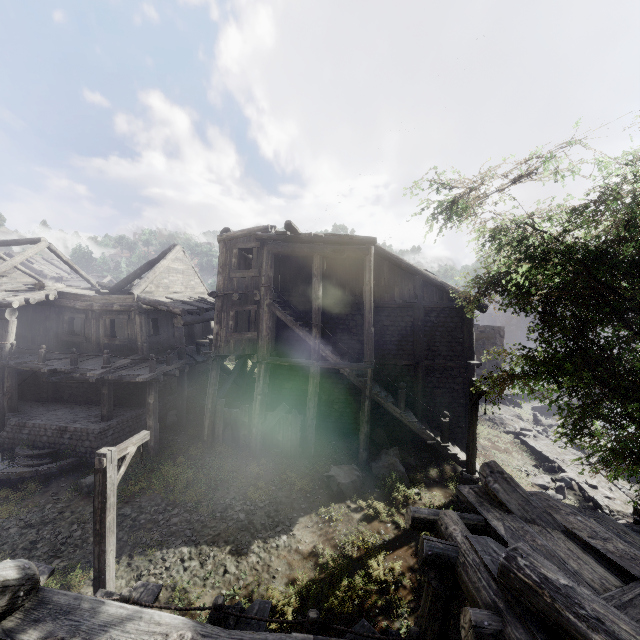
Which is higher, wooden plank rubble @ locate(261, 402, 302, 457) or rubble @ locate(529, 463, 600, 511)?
wooden plank rubble @ locate(261, 402, 302, 457)

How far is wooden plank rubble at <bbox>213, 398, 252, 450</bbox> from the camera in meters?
14.4

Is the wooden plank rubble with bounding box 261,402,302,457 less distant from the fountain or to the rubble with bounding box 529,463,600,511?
the fountain

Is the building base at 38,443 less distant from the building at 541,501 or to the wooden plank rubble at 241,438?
the building at 541,501

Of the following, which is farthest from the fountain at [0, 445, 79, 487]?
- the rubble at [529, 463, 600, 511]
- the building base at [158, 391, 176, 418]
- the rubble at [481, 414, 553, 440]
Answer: the rubble at [481, 414, 553, 440]

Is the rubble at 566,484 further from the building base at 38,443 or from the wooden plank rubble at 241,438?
the building base at 38,443

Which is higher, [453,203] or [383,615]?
[453,203]

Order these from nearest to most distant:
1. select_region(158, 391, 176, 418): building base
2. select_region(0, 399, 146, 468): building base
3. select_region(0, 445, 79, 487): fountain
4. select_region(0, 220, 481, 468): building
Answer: select_region(0, 445, 79, 487): fountain < select_region(0, 399, 146, 468): building base < select_region(0, 220, 481, 468): building < select_region(158, 391, 176, 418): building base
